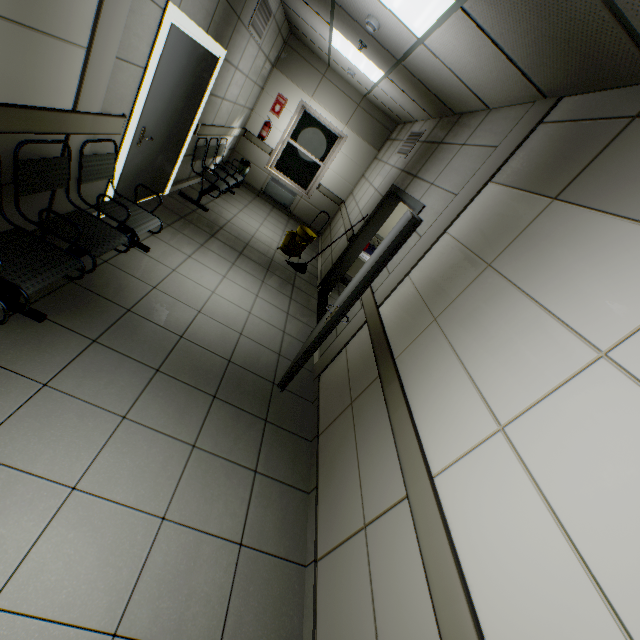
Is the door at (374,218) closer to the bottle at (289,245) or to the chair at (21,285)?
the bottle at (289,245)

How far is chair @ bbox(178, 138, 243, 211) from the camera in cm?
538

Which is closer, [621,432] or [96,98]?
[621,432]

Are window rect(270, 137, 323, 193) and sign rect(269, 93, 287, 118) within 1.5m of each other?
yes

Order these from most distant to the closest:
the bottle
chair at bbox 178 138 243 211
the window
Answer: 1. the window
2. the bottle
3. chair at bbox 178 138 243 211

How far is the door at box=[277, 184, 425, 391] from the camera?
2.5 meters

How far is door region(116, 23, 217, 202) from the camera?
3.3m

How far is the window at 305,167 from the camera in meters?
8.1
